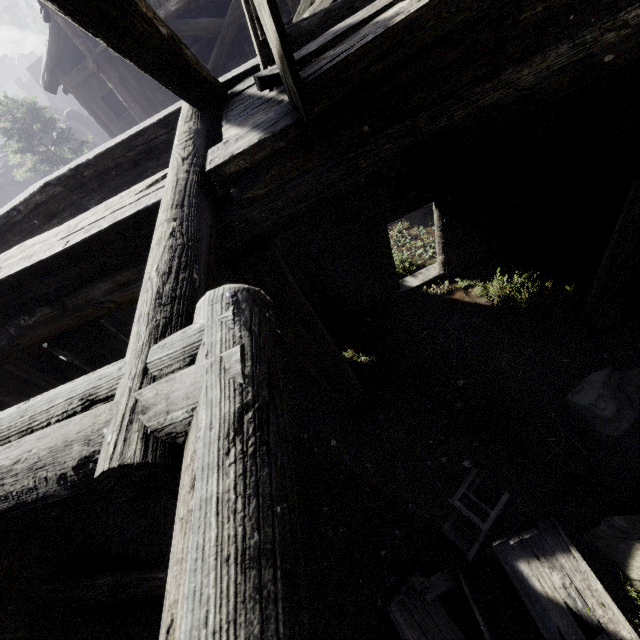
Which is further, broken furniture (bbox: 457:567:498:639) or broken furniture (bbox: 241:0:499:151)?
broken furniture (bbox: 457:567:498:639)

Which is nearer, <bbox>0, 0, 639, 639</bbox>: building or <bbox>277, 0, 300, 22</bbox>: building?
<bbox>0, 0, 639, 639</bbox>: building

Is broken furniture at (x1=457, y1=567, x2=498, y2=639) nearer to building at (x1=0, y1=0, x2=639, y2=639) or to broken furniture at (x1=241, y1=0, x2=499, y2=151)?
building at (x1=0, y1=0, x2=639, y2=639)

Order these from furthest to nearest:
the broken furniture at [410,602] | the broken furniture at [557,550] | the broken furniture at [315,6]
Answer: the broken furniture at [410,602] < the broken furniture at [557,550] < the broken furniture at [315,6]

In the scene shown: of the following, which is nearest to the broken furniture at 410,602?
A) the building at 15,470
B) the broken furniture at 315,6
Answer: the building at 15,470

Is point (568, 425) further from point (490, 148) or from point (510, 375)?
point (490, 148)

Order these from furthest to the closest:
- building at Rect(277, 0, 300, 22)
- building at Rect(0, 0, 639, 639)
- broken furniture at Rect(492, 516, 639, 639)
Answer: building at Rect(277, 0, 300, 22)
broken furniture at Rect(492, 516, 639, 639)
building at Rect(0, 0, 639, 639)
